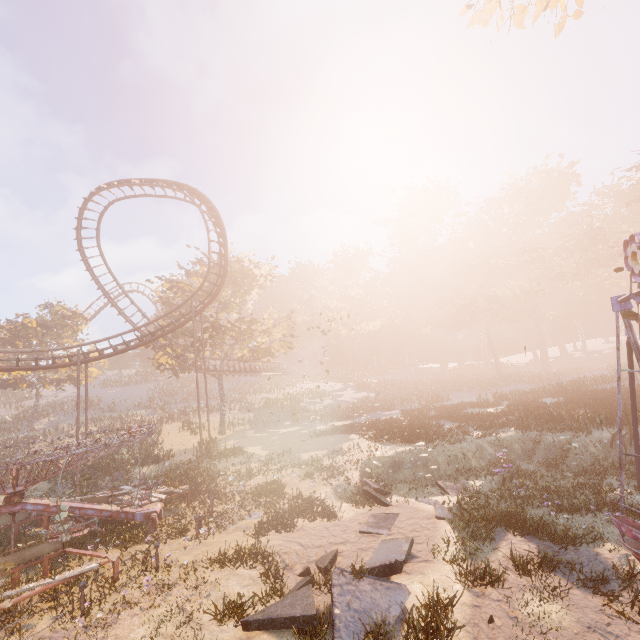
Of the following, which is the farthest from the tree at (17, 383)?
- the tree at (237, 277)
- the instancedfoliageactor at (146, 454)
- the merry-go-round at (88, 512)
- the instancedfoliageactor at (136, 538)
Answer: the instancedfoliageactor at (136, 538)

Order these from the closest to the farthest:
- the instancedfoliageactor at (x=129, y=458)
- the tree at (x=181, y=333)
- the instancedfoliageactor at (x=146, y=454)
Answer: the instancedfoliageactor at (x=129, y=458), the instancedfoliageactor at (x=146, y=454), the tree at (x=181, y=333)

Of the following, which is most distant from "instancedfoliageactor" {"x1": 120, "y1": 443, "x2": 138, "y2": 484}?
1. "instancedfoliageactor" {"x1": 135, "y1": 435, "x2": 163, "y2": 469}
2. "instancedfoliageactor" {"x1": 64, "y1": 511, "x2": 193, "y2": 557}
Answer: "instancedfoliageactor" {"x1": 64, "y1": 511, "x2": 193, "y2": 557}

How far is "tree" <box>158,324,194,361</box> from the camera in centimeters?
3109cm

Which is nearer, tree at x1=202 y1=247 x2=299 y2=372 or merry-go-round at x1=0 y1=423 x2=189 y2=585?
merry-go-round at x1=0 y1=423 x2=189 y2=585

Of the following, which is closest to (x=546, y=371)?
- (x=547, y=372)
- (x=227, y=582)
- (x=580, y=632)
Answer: (x=547, y=372)

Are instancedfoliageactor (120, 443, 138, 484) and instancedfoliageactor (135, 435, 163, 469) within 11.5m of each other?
yes

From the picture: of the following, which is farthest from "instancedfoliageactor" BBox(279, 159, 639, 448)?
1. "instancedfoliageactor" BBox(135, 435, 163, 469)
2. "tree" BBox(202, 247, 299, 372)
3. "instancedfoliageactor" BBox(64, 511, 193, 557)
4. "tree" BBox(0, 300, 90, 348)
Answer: "tree" BBox(0, 300, 90, 348)
